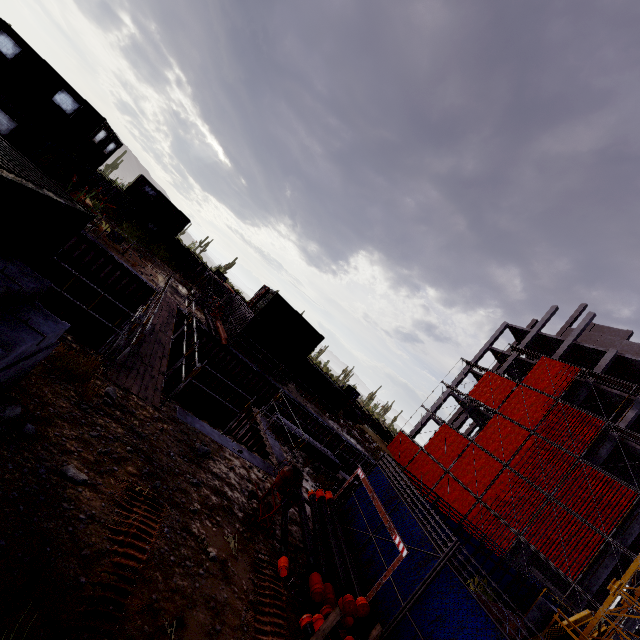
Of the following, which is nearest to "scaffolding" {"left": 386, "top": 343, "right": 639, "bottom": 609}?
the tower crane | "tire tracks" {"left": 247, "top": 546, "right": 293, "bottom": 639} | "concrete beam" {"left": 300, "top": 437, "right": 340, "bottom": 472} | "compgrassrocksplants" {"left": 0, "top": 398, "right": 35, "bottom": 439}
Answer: "concrete beam" {"left": 300, "top": 437, "right": 340, "bottom": 472}

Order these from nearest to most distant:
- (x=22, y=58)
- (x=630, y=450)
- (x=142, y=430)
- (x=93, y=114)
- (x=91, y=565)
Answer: (x=91, y=565) → (x=142, y=430) → (x=22, y=58) → (x=93, y=114) → (x=630, y=450)

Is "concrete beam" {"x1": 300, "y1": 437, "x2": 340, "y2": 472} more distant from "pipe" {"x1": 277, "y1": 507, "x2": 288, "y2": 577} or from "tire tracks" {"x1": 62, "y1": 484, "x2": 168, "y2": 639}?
"tire tracks" {"x1": 62, "y1": 484, "x2": 168, "y2": 639}

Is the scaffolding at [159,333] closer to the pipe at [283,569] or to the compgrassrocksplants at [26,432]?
the pipe at [283,569]

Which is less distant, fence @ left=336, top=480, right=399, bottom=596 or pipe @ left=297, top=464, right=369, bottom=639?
pipe @ left=297, top=464, right=369, bottom=639

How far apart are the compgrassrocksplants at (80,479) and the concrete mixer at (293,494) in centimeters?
333cm

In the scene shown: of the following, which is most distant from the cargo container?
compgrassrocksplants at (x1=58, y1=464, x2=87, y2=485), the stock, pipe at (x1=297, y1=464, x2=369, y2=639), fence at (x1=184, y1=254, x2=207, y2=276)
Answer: A: the stock

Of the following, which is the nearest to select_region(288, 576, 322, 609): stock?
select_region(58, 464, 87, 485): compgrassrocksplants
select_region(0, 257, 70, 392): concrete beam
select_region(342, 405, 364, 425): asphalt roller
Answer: select_region(58, 464, 87, 485): compgrassrocksplants
